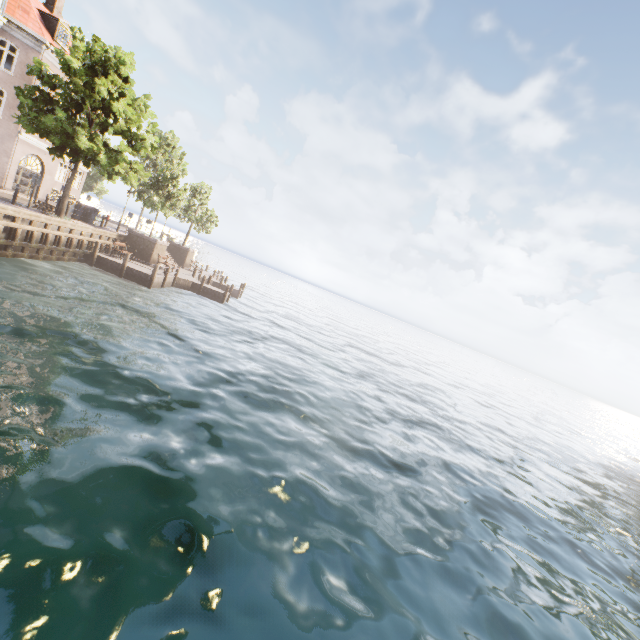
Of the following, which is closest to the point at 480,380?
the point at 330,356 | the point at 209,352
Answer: the point at 330,356
